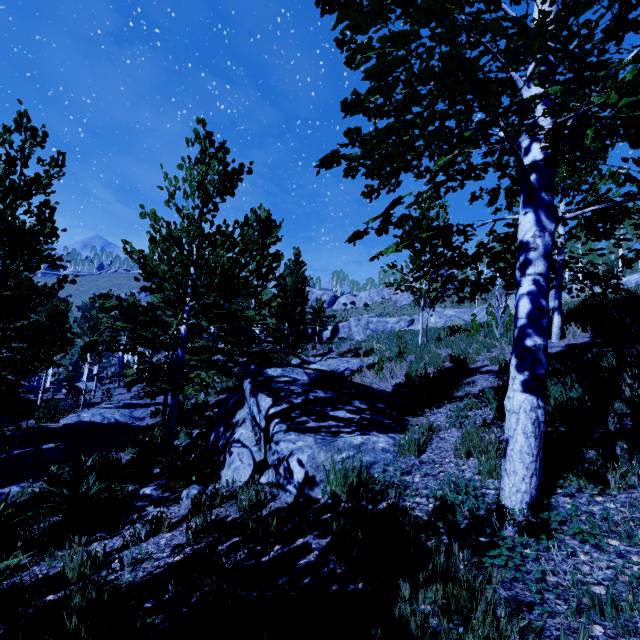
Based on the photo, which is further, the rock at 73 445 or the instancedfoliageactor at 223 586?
the rock at 73 445

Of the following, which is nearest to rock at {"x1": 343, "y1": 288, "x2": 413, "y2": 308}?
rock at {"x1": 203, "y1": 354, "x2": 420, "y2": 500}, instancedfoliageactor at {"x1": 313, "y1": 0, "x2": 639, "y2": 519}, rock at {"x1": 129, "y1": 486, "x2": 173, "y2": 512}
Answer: instancedfoliageactor at {"x1": 313, "y1": 0, "x2": 639, "y2": 519}

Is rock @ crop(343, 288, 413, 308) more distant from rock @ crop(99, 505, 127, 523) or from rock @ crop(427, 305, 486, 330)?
rock @ crop(99, 505, 127, 523)

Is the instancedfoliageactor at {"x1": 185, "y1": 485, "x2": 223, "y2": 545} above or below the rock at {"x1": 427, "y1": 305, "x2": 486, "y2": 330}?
below

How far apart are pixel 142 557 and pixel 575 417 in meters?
5.0 m

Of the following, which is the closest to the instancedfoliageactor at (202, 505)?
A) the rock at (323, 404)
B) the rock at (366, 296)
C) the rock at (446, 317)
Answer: the rock at (323, 404)

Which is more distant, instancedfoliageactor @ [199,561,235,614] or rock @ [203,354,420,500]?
rock @ [203,354,420,500]

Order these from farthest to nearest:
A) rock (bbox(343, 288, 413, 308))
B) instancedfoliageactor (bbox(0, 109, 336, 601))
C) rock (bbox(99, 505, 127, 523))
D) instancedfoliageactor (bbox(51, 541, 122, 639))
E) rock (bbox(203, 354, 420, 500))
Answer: rock (bbox(343, 288, 413, 308)) → instancedfoliageactor (bbox(0, 109, 336, 601)) → rock (bbox(99, 505, 127, 523)) → rock (bbox(203, 354, 420, 500)) → instancedfoliageactor (bbox(51, 541, 122, 639))
